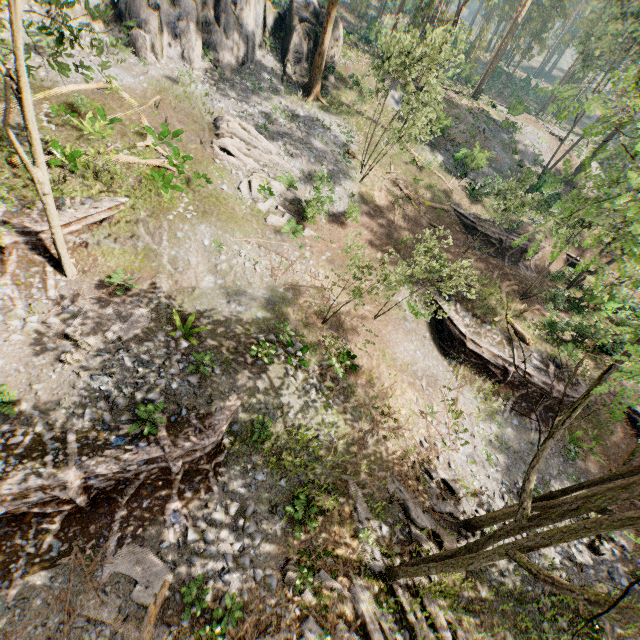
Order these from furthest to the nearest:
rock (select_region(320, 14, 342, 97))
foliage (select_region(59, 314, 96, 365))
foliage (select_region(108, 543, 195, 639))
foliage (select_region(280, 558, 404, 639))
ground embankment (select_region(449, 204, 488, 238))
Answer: rock (select_region(320, 14, 342, 97)) < ground embankment (select_region(449, 204, 488, 238)) < foliage (select_region(59, 314, 96, 365)) < foliage (select_region(280, 558, 404, 639)) < foliage (select_region(108, 543, 195, 639))

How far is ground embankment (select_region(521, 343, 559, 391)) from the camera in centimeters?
1972cm

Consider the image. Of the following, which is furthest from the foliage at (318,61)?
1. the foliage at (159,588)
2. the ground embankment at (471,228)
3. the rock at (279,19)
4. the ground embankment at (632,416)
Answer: the foliage at (159,588)

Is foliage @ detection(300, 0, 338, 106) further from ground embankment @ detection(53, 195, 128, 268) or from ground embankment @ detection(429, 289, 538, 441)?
ground embankment @ detection(429, 289, 538, 441)

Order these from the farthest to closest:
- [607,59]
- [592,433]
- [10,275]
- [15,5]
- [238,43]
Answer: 1. [607,59]
2. [238,43]
3. [592,433]
4. [10,275]
5. [15,5]

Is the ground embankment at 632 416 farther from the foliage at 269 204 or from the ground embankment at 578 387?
the ground embankment at 578 387

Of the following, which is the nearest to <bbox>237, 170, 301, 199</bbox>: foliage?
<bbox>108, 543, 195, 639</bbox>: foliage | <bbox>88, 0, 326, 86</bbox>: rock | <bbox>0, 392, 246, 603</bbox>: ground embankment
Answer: <bbox>88, 0, 326, 86</bbox>: rock
